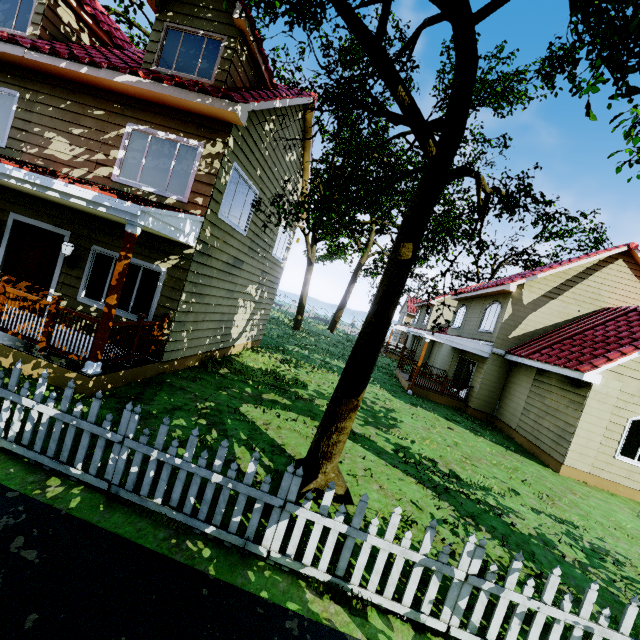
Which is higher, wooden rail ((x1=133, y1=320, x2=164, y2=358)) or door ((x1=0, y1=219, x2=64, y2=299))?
door ((x1=0, y1=219, x2=64, y2=299))

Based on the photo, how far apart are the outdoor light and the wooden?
3.0 meters

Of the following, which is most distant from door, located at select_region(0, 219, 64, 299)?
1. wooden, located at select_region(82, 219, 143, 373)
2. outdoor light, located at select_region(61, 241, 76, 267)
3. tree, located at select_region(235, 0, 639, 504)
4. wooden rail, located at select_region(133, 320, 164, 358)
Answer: tree, located at select_region(235, 0, 639, 504)

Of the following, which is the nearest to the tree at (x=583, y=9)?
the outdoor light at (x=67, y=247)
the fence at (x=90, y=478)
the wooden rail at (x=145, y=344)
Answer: the fence at (x=90, y=478)

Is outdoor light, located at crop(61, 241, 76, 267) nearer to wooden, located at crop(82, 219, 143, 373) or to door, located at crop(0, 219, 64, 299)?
door, located at crop(0, 219, 64, 299)

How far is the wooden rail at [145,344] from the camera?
6.8 meters

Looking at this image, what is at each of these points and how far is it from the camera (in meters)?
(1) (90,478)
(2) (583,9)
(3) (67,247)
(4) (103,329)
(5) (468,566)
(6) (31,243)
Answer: (1) fence, 3.76
(2) tree, 5.32
(3) outdoor light, 7.43
(4) wooden, 5.67
(5) fence, 3.31
(6) door, 7.97

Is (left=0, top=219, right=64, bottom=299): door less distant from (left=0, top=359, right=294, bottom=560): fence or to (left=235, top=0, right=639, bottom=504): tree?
(left=0, top=359, right=294, bottom=560): fence
